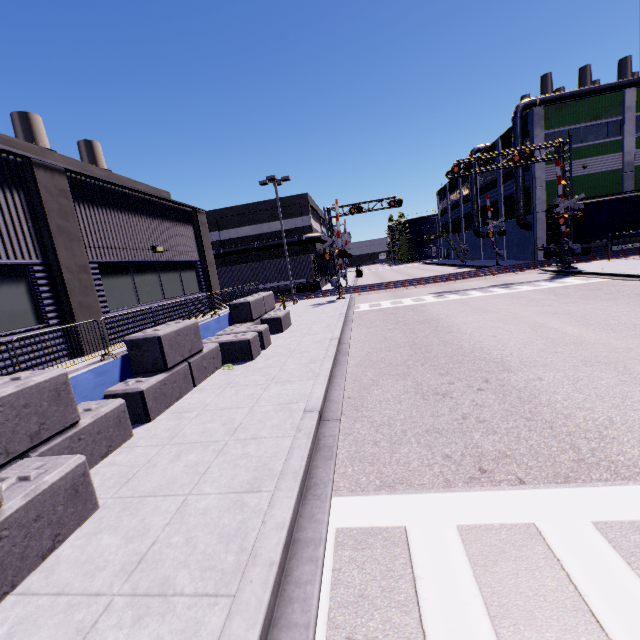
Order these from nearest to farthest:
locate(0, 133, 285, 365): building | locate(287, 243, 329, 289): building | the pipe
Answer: locate(0, 133, 285, 365): building
the pipe
locate(287, 243, 329, 289): building

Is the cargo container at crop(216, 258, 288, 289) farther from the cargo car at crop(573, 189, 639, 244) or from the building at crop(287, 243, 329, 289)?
the cargo car at crop(573, 189, 639, 244)

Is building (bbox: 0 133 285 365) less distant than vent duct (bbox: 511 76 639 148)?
Yes

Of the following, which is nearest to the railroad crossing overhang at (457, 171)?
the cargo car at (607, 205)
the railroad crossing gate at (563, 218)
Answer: the railroad crossing gate at (563, 218)

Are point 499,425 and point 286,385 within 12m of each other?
Answer: yes

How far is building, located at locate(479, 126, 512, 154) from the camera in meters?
36.8

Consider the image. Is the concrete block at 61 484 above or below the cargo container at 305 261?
below
